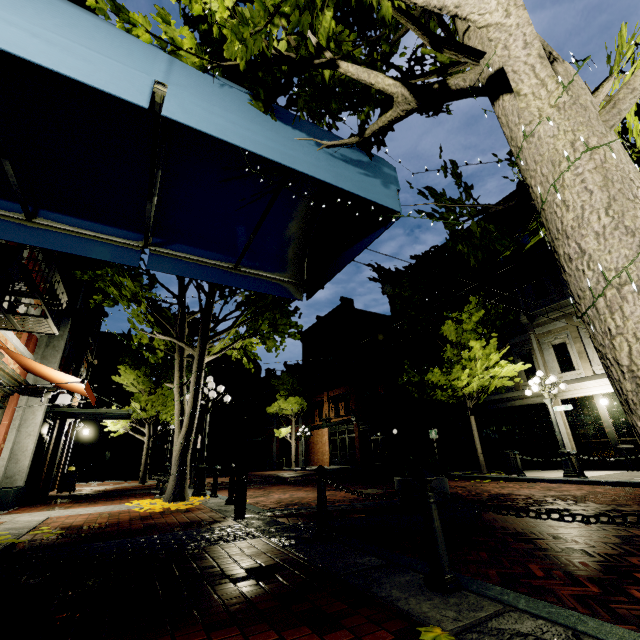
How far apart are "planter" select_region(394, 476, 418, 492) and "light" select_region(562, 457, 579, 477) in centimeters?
723cm

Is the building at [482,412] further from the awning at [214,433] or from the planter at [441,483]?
the planter at [441,483]

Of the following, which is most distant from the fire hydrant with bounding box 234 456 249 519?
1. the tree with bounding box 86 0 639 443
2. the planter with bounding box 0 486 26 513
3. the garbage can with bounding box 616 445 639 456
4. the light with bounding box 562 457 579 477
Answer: the garbage can with bounding box 616 445 639 456

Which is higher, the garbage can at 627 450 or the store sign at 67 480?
the garbage can at 627 450

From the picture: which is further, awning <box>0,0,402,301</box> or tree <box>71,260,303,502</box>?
tree <box>71,260,303,502</box>

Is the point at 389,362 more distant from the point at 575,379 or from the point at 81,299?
the point at 81,299

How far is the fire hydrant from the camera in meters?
5.8

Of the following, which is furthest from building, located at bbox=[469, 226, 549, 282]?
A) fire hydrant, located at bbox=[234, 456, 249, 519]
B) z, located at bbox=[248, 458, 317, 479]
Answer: fire hydrant, located at bbox=[234, 456, 249, 519]
